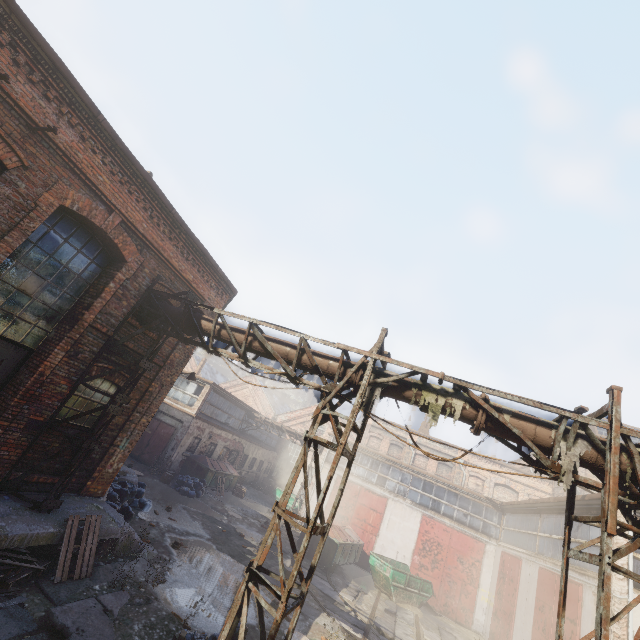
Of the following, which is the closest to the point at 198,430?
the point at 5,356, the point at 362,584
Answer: the point at 362,584

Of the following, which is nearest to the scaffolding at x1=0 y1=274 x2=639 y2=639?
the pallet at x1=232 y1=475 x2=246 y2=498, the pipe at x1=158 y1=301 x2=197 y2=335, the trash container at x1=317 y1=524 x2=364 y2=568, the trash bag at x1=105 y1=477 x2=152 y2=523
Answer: the pipe at x1=158 y1=301 x2=197 y2=335

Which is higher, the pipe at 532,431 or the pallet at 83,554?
the pipe at 532,431

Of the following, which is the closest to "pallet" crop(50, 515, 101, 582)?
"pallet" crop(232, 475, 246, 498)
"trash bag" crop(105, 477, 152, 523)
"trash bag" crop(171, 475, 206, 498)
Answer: "trash bag" crop(105, 477, 152, 523)

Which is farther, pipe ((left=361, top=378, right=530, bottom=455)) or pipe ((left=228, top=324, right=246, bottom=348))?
pipe ((left=228, top=324, right=246, bottom=348))

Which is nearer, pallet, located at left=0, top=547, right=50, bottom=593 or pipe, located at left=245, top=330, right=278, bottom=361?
pallet, located at left=0, top=547, right=50, bottom=593

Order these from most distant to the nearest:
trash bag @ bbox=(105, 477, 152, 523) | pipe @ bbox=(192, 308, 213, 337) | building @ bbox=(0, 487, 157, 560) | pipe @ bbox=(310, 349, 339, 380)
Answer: trash bag @ bbox=(105, 477, 152, 523), pipe @ bbox=(192, 308, 213, 337), pipe @ bbox=(310, 349, 339, 380), building @ bbox=(0, 487, 157, 560)

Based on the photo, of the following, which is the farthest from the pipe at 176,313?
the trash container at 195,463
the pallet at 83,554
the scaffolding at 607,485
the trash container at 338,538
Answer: the trash container at 195,463
